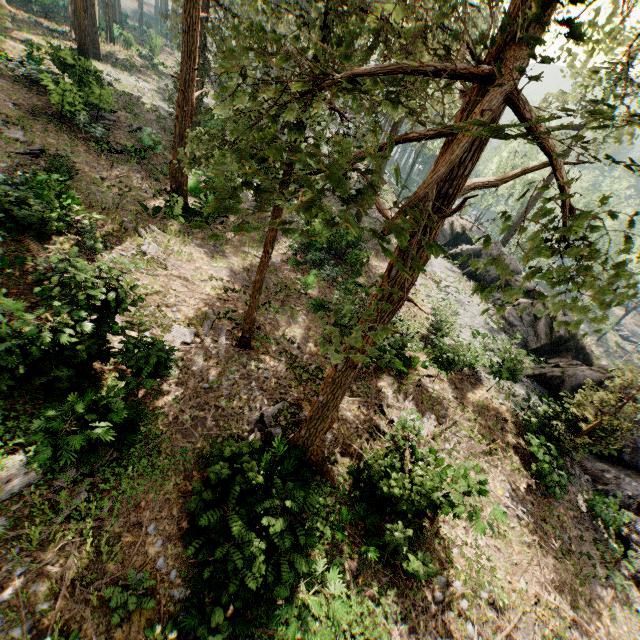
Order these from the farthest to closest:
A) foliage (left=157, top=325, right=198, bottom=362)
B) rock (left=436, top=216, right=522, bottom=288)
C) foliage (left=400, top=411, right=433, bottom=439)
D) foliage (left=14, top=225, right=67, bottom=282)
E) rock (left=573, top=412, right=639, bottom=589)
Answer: rock (left=436, top=216, right=522, bottom=288), rock (left=573, top=412, right=639, bottom=589), foliage (left=400, top=411, right=433, bottom=439), foliage (left=14, top=225, right=67, bottom=282), foliage (left=157, top=325, right=198, bottom=362)

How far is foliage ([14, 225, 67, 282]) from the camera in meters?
11.2

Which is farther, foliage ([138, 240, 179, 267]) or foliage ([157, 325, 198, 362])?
foliage ([138, 240, 179, 267])

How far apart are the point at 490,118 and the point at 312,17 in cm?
2983

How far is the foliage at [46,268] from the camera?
11.2m

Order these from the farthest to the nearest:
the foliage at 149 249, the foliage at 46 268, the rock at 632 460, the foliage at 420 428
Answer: the foliage at 149 249 < the rock at 632 460 < the foliage at 420 428 < the foliage at 46 268
